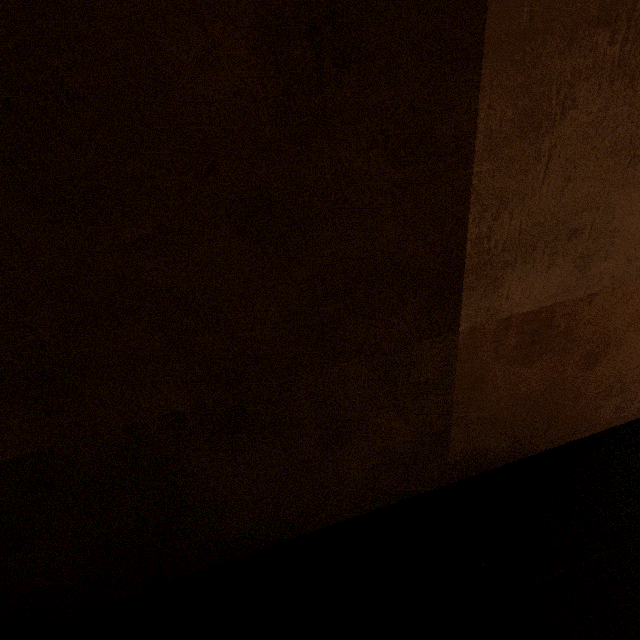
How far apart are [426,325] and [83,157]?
2.1m
